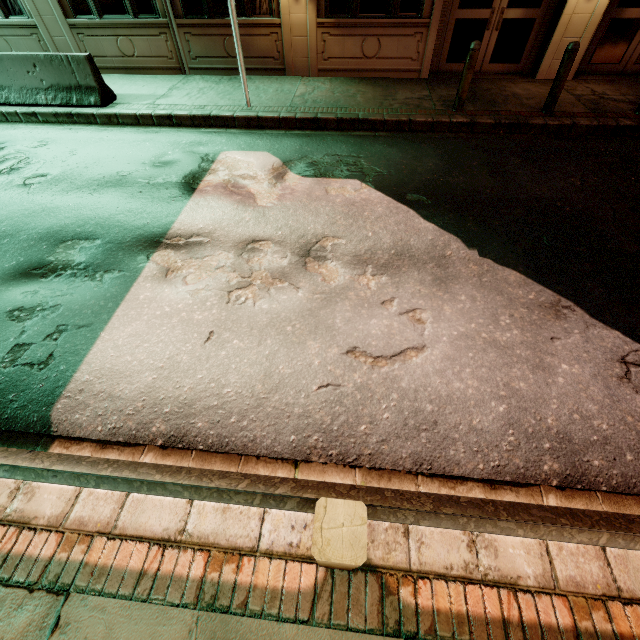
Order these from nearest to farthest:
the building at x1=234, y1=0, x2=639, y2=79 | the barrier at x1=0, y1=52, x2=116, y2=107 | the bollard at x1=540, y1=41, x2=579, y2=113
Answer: the bollard at x1=540, y1=41, x2=579, y2=113 → the barrier at x1=0, y1=52, x2=116, y2=107 → the building at x1=234, y1=0, x2=639, y2=79

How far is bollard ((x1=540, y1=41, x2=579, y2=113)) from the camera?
6.5 meters

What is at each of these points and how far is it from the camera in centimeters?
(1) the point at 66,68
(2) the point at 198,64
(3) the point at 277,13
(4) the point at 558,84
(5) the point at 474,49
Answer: (1) barrier, 754cm
(2) building, 939cm
(3) building, 844cm
(4) bollard, 688cm
(5) bollard, 656cm

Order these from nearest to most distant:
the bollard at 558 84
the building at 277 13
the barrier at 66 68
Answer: the bollard at 558 84 < the barrier at 66 68 < the building at 277 13

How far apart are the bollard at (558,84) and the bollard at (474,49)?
1.7 meters

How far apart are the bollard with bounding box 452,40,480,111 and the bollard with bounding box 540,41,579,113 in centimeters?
169cm

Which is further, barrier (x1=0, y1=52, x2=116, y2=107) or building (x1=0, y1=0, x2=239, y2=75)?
building (x1=0, y1=0, x2=239, y2=75)

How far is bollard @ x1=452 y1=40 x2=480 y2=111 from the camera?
6.6m
